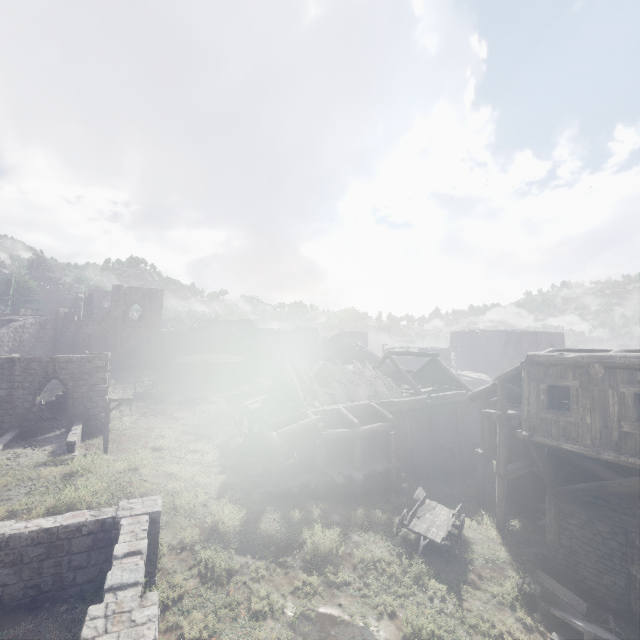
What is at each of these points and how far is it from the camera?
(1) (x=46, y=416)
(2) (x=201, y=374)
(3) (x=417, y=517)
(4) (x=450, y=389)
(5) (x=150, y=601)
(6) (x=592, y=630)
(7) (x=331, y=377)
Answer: (1) rubble, 24.69m
(2) shelter, 38.69m
(3) cart, 14.26m
(4) building, 26.45m
(5) building, 6.82m
(6) broken furniture, 9.12m
(7) wooden plank rubble, 23.41m

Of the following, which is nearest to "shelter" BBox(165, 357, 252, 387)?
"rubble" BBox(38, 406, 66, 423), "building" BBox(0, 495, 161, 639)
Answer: "rubble" BBox(38, 406, 66, 423)

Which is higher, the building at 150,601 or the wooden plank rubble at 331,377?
the wooden plank rubble at 331,377

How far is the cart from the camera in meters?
13.1

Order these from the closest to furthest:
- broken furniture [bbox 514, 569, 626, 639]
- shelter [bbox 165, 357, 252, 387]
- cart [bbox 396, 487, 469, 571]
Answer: broken furniture [bbox 514, 569, 626, 639], cart [bbox 396, 487, 469, 571], shelter [bbox 165, 357, 252, 387]

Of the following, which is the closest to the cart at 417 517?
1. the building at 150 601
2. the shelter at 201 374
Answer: the building at 150 601

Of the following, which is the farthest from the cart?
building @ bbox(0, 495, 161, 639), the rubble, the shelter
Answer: the shelter

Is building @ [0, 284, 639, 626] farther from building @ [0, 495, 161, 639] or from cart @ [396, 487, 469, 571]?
building @ [0, 495, 161, 639]
